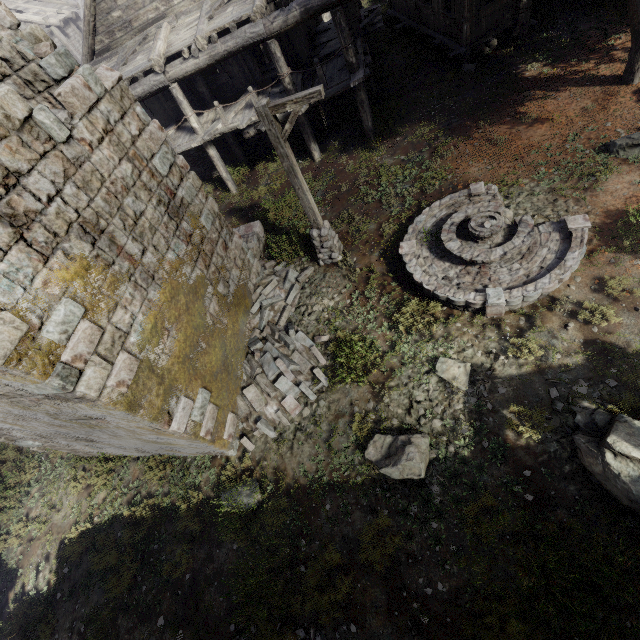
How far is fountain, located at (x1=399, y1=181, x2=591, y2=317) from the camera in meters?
7.1 m

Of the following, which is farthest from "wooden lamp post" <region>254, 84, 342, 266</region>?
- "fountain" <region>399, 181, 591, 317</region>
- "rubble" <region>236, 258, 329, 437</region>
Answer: "fountain" <region>399, 181, 591, 317</region>

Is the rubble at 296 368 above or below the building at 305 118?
below

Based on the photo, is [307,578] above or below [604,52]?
below

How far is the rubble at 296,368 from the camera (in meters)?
8.36

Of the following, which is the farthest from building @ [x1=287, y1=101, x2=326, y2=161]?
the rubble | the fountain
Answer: the fountain

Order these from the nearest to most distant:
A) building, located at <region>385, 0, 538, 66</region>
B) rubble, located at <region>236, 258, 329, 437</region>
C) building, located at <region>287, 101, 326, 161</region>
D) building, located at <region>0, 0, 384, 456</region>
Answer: building, located at <region>0, 0, 384, 456</region>, rubble, located at <region>236, 258, 329, 437</region>, building, located at <region>385, 0, 538, 66</region>, building, located at <region>287, 101, 326, 161</region>

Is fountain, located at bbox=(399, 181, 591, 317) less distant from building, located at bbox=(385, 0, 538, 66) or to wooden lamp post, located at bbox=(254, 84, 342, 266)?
wooden lamp post, located at bbox=(254, 84, 342, 266)
